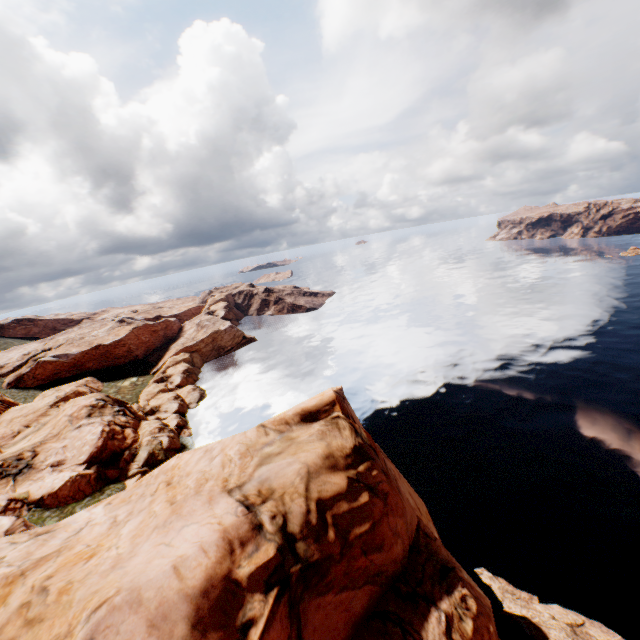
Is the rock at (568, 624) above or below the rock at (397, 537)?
below

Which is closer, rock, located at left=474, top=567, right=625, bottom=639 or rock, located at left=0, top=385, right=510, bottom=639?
rock, located at left=0, top=385, right=510, bottom=639

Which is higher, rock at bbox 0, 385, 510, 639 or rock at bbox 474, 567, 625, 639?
rock at bbox 0, 385, 510, 639

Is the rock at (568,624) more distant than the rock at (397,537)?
Yes

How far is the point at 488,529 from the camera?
28.7m
